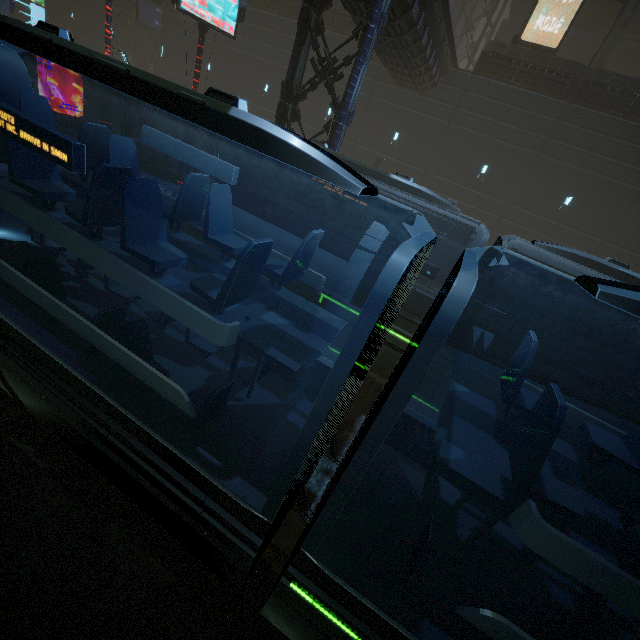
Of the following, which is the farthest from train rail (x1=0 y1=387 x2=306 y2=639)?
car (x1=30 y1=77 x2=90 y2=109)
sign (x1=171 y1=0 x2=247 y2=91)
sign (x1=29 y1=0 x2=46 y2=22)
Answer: sign (x1=29 y1=0 x2=46 y2=22)

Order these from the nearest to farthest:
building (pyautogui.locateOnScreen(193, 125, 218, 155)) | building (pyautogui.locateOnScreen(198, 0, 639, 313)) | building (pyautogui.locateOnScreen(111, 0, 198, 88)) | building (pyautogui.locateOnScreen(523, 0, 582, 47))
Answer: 1. building (pyautogui.locateOnScreen(198, 0, 639, 313))
2. building (pyautogui.locateOnScreen(523, 0, 582, 47))
3. building (pyautogui.locateOnScreen(111, 0, 198, 88))
4. building (pyautogui.locateOnScreen(193, 125, 218, 155))

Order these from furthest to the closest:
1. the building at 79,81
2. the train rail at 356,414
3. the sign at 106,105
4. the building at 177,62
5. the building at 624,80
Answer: the building at 79,81, the building at 177,62, the building at 624,80, the sign at 106,105, the train rail at 356,414

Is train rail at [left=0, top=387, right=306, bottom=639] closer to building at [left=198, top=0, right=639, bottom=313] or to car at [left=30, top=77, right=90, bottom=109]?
building at [left=198, top=0, right=639, bottom=313]

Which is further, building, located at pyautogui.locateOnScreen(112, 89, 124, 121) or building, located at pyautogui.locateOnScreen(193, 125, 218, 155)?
building, located at pyautogui.locateOnScreen(112, 89, 124, 121)

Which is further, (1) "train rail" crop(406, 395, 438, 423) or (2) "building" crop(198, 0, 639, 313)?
(2) "building" crop(198, 0, 639, 313)

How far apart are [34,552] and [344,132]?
14.4 meters

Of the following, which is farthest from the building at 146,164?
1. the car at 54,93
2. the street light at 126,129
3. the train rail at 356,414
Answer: the car at 54,93
